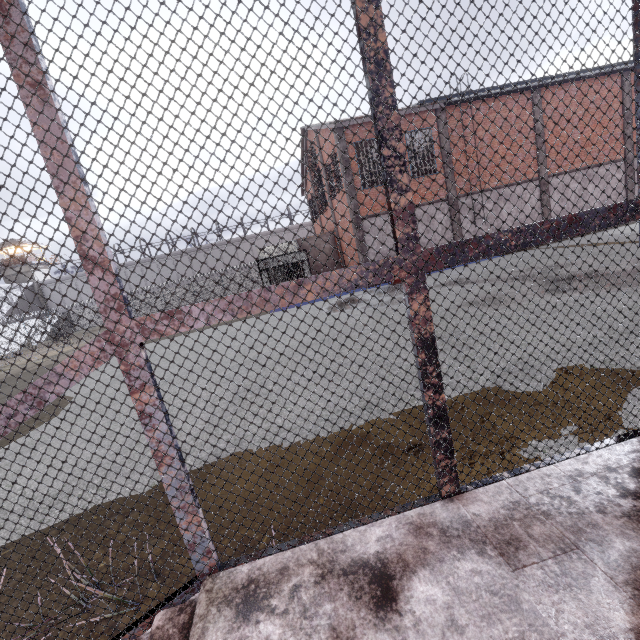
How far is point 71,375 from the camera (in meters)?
1.55

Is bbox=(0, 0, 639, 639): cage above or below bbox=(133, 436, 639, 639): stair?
above

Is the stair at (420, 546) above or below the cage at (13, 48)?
below
